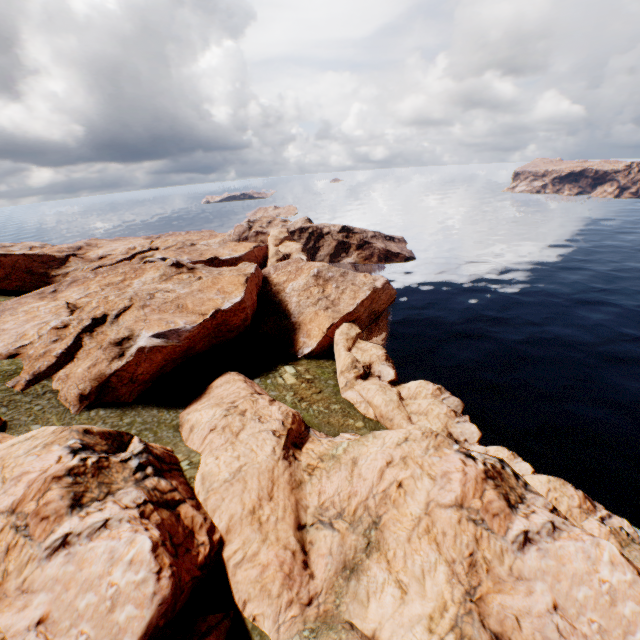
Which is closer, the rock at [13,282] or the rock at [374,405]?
the rock at [374,405]

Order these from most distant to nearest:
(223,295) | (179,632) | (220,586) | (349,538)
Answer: (223,295) → (349,538) → (220,586) → (179,632)

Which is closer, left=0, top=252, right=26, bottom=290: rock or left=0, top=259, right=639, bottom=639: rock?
left=0, top=259, right=639, bottom=639: rock
